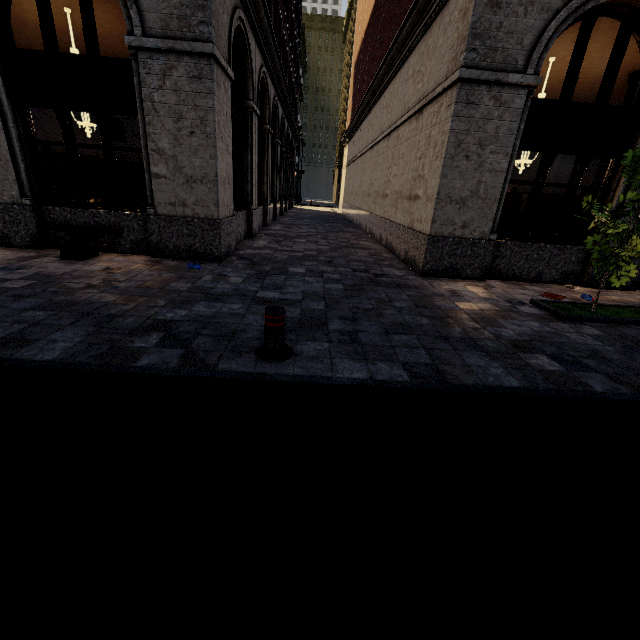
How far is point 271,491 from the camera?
2.1m

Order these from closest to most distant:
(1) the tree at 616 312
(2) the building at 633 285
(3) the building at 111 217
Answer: (1) the tree at 616 312
(3) the building at 111 217
(2) the building at 633 285

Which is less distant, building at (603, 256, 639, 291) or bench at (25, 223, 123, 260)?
bench at (25, 223, 123, 260)

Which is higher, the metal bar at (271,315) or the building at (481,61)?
the building at (481,61)

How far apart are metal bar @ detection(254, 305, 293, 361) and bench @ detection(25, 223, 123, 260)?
5.31m

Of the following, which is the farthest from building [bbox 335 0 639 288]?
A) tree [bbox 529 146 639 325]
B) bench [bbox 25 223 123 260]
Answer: tree [bbox 529 146 639 325]

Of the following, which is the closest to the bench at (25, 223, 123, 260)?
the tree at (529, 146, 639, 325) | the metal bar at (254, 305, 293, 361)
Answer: the metal bar at (254, 305, 293, 361)

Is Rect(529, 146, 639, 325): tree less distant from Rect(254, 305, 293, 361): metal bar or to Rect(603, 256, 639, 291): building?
Rect(603, 256, 639, 291): building
